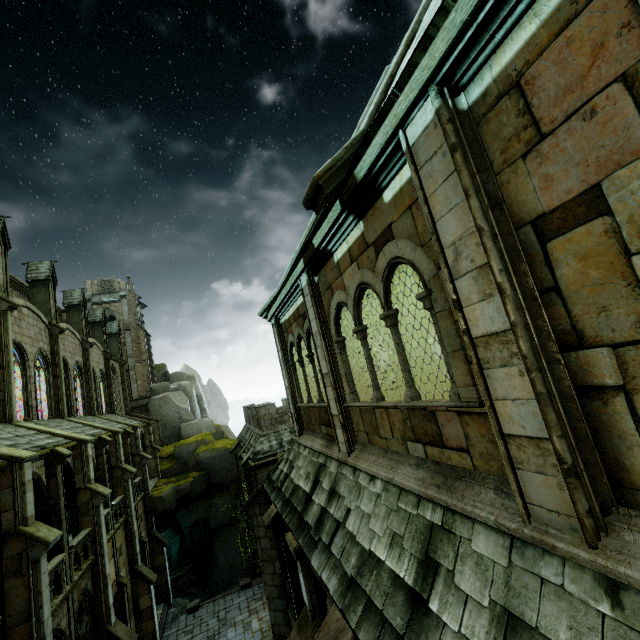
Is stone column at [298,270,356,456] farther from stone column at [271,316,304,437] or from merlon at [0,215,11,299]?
merlon at [0,215,11,299]

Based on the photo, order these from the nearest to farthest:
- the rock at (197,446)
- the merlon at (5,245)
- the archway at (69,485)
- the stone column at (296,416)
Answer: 1. the stone column at (296,416)
2. the archway at (69,485)
3. the merlon at (5,245)
4. the rock at (197,446)

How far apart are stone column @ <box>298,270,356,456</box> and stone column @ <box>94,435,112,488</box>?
18.4 meters

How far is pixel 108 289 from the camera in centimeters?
4397cm

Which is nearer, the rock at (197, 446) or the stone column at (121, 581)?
the stone column at (121, 581)

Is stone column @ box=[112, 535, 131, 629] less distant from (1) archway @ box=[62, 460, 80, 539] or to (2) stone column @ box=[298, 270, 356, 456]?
(1) archway @ box=[62, 460, 80, 539]

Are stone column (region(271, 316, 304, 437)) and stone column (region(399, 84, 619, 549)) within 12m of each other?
yes

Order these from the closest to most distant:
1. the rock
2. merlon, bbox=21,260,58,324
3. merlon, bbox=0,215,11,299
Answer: merlon, bbox=0,215,11,299 → merlon, bbox=21,260,58,324 → the rock
